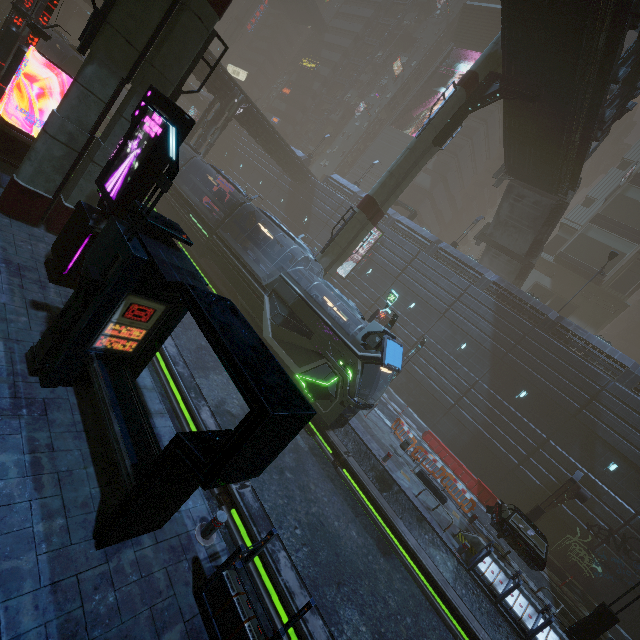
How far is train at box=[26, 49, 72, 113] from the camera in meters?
24.4 m

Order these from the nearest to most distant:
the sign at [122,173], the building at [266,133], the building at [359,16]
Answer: the sign at [122,173] < the building at [266,133] < the building at [359,16]

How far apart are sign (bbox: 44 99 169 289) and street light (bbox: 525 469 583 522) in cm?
2531

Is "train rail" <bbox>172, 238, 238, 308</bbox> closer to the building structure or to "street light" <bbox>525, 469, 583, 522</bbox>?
"street light" <bbox>525, 469, 583, 522</bbox>

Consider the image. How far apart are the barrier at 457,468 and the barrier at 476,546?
8.2m

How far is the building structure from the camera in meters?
17.8

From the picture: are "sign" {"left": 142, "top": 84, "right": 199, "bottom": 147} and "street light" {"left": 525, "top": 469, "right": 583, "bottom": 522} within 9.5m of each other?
no

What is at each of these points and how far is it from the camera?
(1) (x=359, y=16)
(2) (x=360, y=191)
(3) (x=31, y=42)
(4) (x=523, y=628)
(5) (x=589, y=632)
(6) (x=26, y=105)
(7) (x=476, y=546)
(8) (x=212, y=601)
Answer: (1) building, 58.91m
(2) building, 38.50m
(3) sign, 14.05m
(4) building, 11.39m
(5) street light, 11.97m
(6) building, 19.45m
(7) barrier, 13.37m
(8) building, 5.15m
